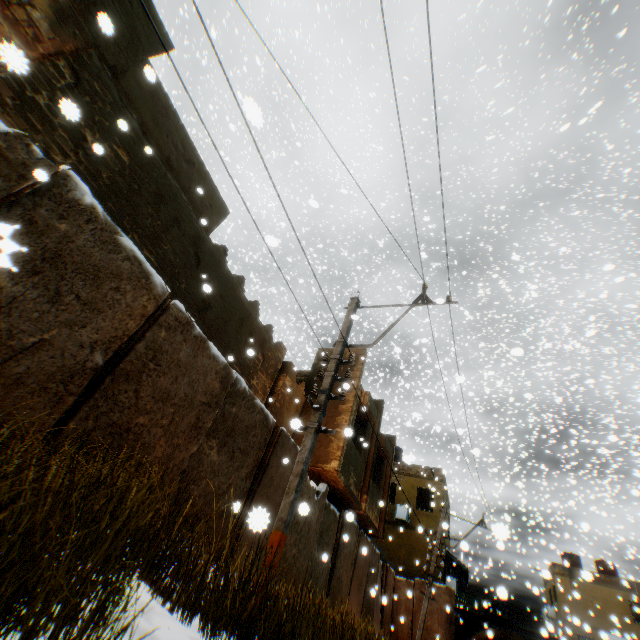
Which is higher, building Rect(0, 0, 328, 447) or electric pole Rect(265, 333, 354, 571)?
building Rect(0, 0, 328, 447)

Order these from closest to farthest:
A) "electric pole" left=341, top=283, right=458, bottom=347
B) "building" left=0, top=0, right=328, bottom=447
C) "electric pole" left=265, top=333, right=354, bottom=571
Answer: "electric pole" left=265, top=333, right=354, bottom=571 < "building" left=0, top=0, right=328, bottom=447 < "electric pole" left=341, top=283, right=458, bottom=347

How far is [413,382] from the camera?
29.95m

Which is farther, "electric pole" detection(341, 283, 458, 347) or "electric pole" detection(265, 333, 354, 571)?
"electric pole" detection(341, 283, 458, 347)

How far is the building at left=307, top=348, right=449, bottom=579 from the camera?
10.8m

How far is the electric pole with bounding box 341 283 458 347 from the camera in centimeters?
677cm

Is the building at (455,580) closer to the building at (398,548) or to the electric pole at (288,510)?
the building at (398,548)

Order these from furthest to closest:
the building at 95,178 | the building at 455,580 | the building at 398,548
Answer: the building at 455,580 < the building at 398,548 < the building at 95,178
